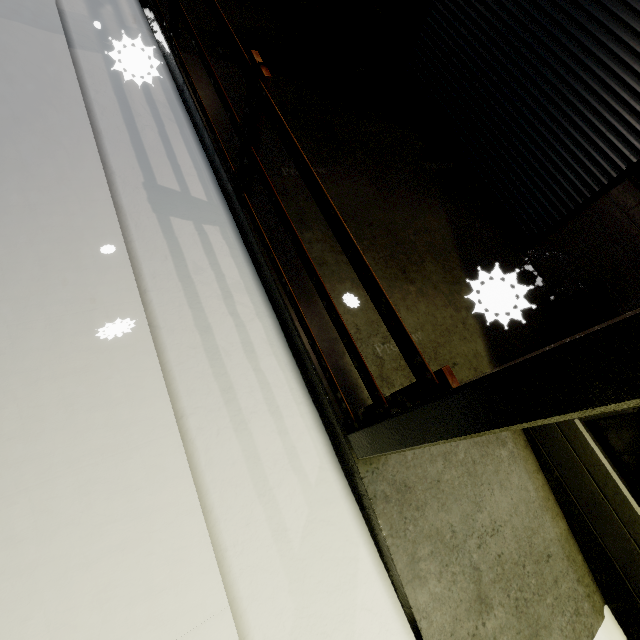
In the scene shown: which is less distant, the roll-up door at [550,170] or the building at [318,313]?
the building at [318,313]

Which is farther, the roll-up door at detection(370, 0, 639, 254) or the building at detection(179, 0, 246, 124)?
the building at detection(179, 0, 246, 124)

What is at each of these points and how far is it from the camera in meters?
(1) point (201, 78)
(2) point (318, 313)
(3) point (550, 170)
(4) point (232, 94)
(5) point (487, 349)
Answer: (1) building, 4.4
(2) building, 3.3
(3) roll-up door, 4.6
(4) building, 4.5
(5) building, 3.8

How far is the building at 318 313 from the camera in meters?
3.0

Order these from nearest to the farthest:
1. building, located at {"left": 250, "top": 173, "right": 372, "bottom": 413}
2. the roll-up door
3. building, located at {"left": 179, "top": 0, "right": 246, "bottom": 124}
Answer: building, located at {"left": 250, "top": 173, "right": 372, "bottom": 413} < the roll-up door < building, located at {"left": 179, "top": 0, "right": 246, "bottom": 124}

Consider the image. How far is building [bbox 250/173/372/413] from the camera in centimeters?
300cm
